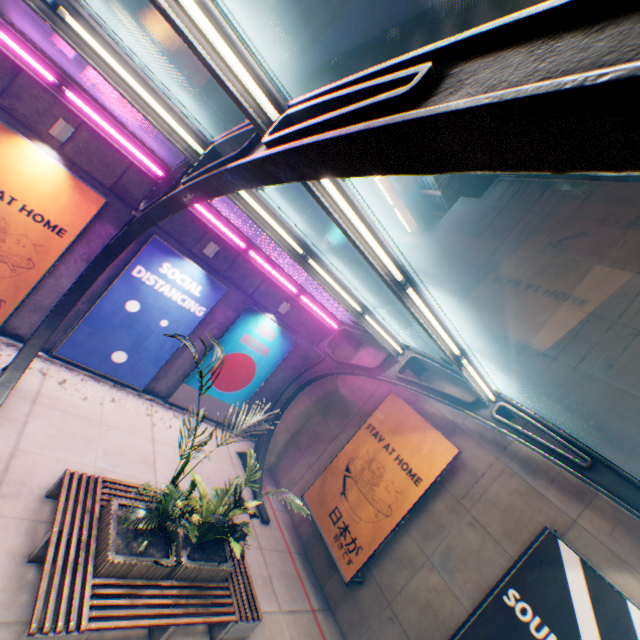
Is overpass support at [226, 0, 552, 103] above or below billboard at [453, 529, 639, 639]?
above

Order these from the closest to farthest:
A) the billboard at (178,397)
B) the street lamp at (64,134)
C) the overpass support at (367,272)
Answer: the street lamp at (64,134) < the billboard at (178,397) < the overpass support at (367,272)

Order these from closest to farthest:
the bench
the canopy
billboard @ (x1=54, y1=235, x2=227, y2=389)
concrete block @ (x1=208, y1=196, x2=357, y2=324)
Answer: the canopy < the bench < billboard @ (x1=54, y1=235, x2=227, y2=389) < concrete block @ (x1=208, y1=196, x2=357, y2=324)

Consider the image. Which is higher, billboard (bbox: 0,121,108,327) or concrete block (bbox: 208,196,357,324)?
concrete block (bbox: 208,196,357,324)

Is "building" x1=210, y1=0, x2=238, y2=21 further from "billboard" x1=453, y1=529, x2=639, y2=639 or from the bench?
"billboard" x1=453, y1=529, x2=639, y2=639

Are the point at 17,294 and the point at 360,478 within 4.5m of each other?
no

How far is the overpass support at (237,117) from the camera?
15.7m

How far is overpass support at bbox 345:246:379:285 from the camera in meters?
24.1 m
